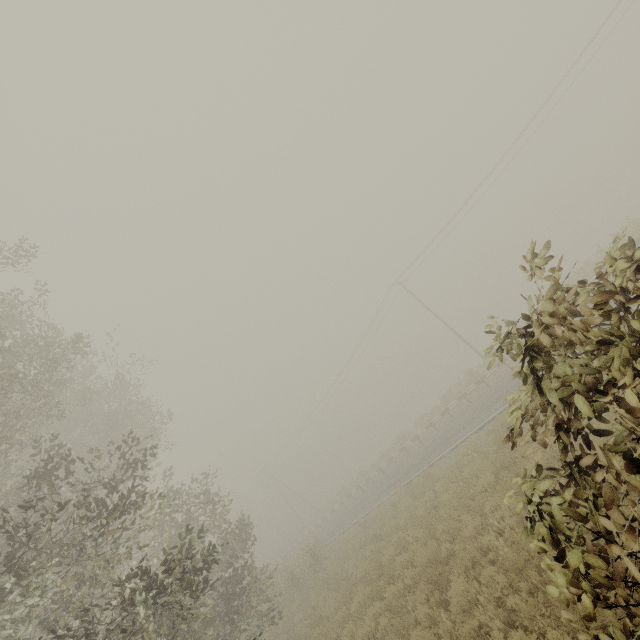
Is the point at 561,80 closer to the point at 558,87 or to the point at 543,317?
the point at 558,87
